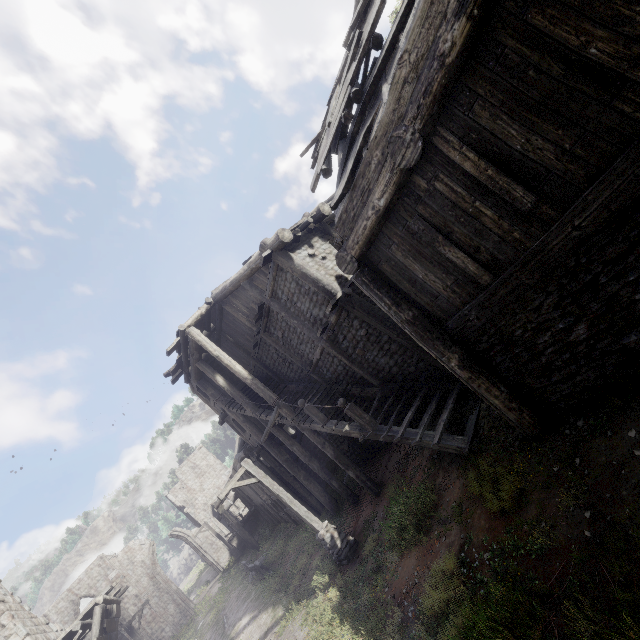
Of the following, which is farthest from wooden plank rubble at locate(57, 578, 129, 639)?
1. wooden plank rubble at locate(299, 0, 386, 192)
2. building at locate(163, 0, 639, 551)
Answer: wooden plank rubble at locate(299, 0, 386, 192)

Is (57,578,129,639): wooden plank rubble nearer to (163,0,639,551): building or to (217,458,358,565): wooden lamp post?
(163,0,639,551): building

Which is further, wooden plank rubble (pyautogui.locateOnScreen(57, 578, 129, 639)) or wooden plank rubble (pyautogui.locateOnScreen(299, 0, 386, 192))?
wooden plank rubble (pyautogui.locateOnScreen(57, 578, 129, 639))

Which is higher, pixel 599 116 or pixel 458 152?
pixel 458 152

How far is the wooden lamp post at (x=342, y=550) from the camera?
10.7m

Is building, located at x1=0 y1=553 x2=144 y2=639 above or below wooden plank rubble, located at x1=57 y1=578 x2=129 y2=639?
above

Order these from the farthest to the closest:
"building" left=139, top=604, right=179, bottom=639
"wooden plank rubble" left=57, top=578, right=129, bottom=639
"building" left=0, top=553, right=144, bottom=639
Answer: "building" left=139, top=604, right=179, bottom=639 → "wooden plank rubble" left=57, top=578, right=129, bottom=639 → "building" left=0, top=553, right=144, bottom=639

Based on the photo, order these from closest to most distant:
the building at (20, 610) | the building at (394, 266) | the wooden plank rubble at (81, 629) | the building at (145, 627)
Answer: the building at (394, 266), the building at (20, 610), the wooden plank rubble at (81, 629), the building at (145, 627)
